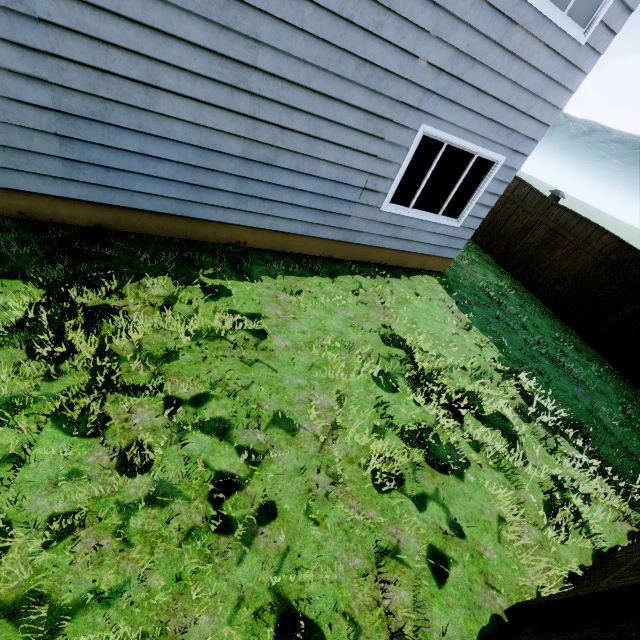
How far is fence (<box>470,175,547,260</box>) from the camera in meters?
8.6 m

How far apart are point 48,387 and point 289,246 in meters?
3.9

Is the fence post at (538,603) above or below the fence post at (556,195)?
below

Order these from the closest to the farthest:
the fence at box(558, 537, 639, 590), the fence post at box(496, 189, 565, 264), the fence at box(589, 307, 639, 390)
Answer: the fence at box(558, 537, 639, 590), the fence at box(589, 307, 639, 390), the fence post at box(496, 189, 565, 264)

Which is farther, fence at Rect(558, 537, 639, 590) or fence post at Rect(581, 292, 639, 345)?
fence post at Rect(581, 292, 639, 345)

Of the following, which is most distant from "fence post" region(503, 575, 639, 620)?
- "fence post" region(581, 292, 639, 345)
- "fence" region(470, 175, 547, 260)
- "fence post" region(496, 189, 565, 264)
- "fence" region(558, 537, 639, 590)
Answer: "fence post" region(496, 189, 565, 264)

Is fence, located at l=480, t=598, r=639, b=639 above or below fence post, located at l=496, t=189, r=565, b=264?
below

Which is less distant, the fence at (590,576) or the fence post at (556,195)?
the fence at (590,576)
